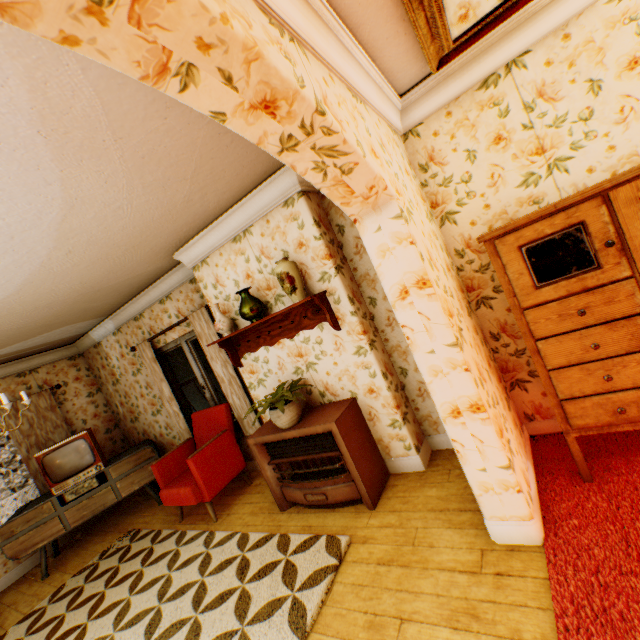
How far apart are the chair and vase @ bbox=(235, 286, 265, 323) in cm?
173

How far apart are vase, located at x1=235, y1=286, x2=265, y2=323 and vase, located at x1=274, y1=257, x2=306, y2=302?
0.4 meters

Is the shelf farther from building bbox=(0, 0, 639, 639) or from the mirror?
the mirror

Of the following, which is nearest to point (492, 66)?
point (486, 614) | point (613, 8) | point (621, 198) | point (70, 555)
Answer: point (613, 8)

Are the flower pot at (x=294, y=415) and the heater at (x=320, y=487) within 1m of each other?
yes

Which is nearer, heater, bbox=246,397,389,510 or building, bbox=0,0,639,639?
building, bbox=0,0,639,639

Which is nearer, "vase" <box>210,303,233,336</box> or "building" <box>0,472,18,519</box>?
"vase" <box>210,303,233,336</box>

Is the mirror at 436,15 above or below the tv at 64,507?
above
